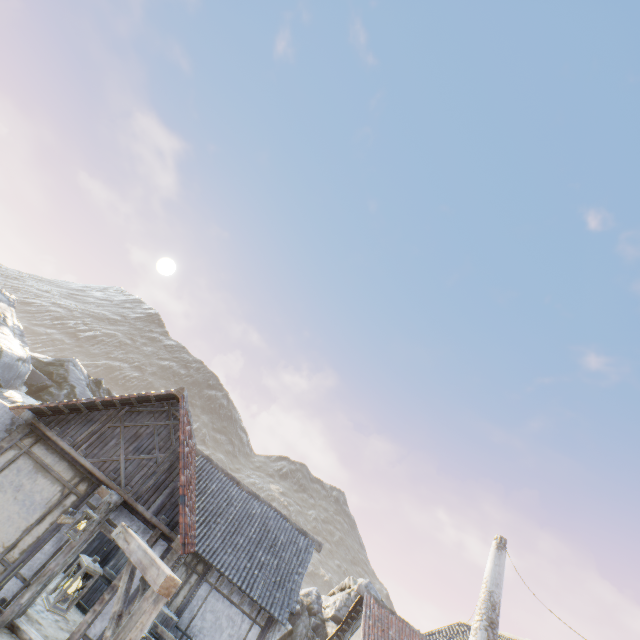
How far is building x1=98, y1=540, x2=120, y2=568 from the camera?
12.2m

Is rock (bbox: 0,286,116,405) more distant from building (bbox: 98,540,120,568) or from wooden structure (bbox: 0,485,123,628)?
wooden structure (bbox: 0,485,123,628)

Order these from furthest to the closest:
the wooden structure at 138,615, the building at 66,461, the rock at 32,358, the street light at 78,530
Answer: the rock at 32,358, the building at 66,461, the street light at 78,530, the wooden structure at 138,615

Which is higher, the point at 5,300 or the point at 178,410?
the point at 5,300

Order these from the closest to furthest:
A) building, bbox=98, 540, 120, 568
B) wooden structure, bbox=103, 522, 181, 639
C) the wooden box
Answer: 1. wooden structure, bbox=103, 522, 181, 639
2. the wooden box
3. building, bbox=98, 540, 120, 568

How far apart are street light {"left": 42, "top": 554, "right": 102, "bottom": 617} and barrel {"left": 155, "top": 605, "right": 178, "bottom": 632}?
9.01m

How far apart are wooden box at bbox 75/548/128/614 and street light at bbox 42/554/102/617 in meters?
8.9

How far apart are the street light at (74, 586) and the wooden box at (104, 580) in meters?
8.9 m
